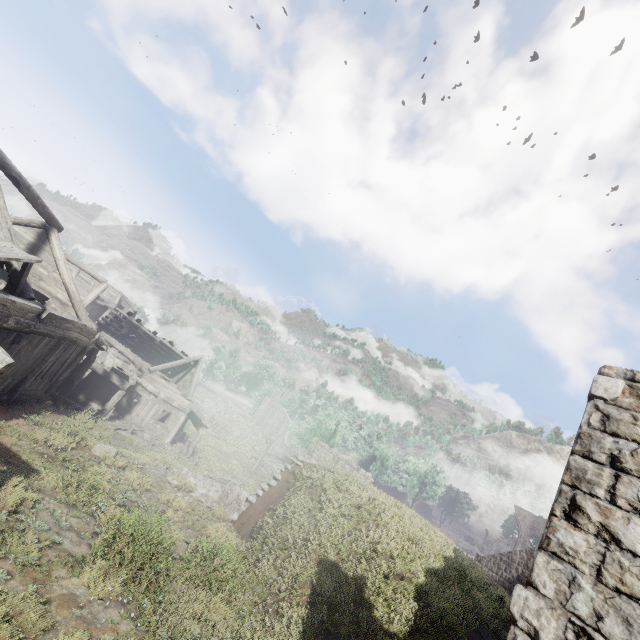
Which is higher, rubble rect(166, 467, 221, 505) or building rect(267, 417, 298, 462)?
building rect(267, 417, 298, 462)

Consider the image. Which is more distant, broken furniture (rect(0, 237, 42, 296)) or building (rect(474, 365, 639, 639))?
broken furniture (rect(0, 237, 42, 296))

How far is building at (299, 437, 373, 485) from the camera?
26.48m

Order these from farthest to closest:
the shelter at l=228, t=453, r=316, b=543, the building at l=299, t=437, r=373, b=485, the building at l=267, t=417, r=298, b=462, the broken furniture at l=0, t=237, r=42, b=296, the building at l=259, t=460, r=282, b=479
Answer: the building at l=267, t=417, r=298, b=462, the building at l=259, t=460, r=282, b=479, the building at l=299, t=437, r=373, b=485, the shelter at l=228, t=453, r=316, b=543, the broken furniture at l=0, t=237, r=42, b=296

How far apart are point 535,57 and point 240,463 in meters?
67.9 m

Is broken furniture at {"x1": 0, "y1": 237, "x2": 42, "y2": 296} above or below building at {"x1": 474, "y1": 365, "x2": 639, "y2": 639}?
below

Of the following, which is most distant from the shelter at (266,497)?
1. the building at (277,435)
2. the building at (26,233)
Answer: the building at (277,435)

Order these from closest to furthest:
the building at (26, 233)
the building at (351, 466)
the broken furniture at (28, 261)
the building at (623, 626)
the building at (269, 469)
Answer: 1. the building at (623, 626)
2. the broken furniture at (28, 261)
3. the building at (26, 233)
4. the building at (351, 466)
5. the building at (269, 469)
